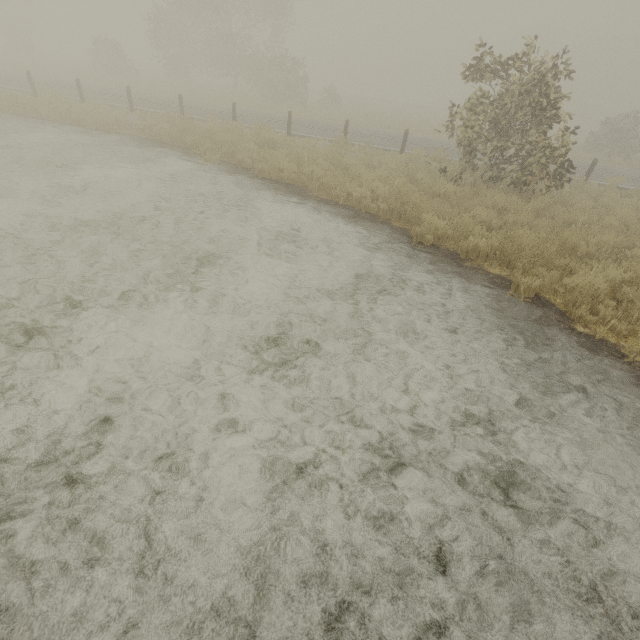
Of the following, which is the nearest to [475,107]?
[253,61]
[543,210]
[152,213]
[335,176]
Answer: [543,210]
